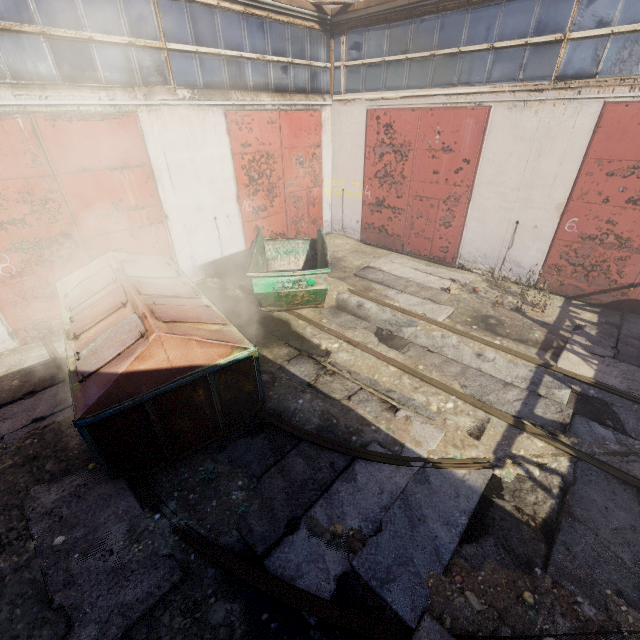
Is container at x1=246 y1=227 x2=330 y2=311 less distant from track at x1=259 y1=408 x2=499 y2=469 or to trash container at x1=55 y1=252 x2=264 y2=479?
trash container at x1=55 y1=252 x2=264 y2=479

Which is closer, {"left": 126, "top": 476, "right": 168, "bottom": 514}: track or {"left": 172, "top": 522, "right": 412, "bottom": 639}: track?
{"left": 172, "top": 522, "right": 412, "bottom": 639}: track

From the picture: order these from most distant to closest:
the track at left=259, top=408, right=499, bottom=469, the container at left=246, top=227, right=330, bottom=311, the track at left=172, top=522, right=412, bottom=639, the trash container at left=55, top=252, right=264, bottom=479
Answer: the container at left=246, top=227, right=330, bottom=311 → the track at left=259, top=408, right=499, bottom=469 → the trash container at left=55, top=252, right=264, bottom=479 → the track at left=172, top=522, right=412, bottom=639

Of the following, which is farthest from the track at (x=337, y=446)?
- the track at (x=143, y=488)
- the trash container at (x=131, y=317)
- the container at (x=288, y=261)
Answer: the container at (x=288, y=261)

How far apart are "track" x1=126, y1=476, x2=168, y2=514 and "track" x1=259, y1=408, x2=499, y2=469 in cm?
164

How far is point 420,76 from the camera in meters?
8.9

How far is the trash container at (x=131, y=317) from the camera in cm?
387

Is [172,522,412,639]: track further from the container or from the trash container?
the container
